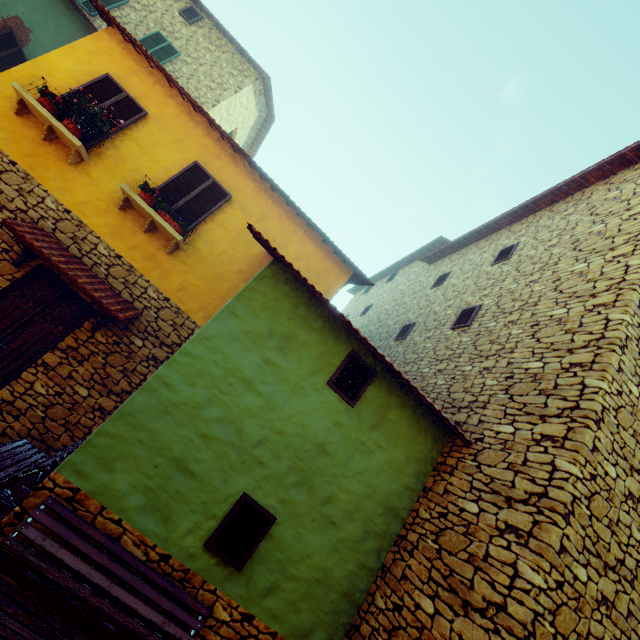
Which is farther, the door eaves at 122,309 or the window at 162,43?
the window at 162,43

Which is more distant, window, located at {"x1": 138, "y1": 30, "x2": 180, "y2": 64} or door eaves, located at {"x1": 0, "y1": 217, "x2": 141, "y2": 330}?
window, located at {"x1": 138, "y1": 30, "x2": 180, "y2": 64}

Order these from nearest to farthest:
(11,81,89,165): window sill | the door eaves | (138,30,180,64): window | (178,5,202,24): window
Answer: the door eaves, (11,81,89,165): window sill, (138,30,180,64): window, (178,5,202,24): window

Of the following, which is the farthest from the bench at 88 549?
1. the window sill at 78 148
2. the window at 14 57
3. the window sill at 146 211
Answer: the window at 14 57

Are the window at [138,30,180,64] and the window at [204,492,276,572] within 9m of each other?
no

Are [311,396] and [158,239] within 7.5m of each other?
yes

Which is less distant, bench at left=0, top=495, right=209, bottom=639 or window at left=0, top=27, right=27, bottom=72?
bench at left=0, top=495, right=209, bottom=639

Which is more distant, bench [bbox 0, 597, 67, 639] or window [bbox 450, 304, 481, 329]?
window [bbox 450, 304, 481, 329]
